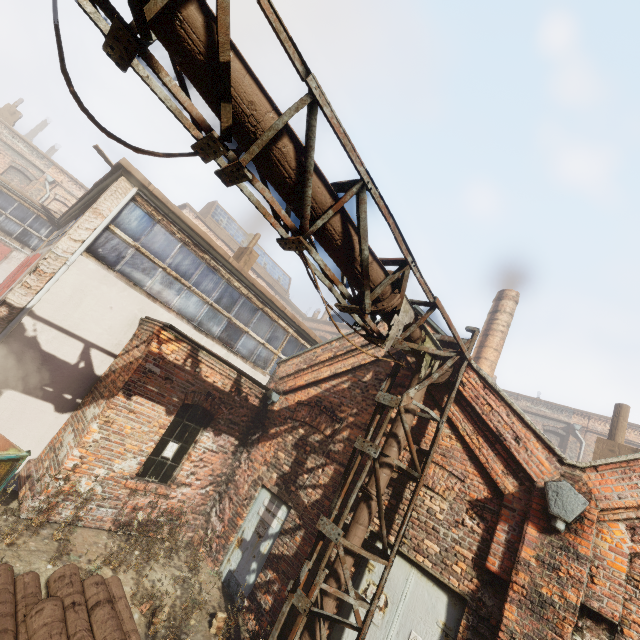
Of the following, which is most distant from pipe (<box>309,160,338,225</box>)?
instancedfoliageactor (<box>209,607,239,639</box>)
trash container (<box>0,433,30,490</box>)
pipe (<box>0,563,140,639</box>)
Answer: trash container (<box>0,433,30,490</box>)

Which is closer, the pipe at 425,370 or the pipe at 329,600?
the pipe at 329,600

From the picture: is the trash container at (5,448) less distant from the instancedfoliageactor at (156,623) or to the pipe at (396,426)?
the instancedfoliageactor at (156,623)

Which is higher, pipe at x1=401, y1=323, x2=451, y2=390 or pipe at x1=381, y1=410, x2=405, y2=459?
pipe at x1=401, y1=323, x2=451, y2=390

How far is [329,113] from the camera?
3.0m

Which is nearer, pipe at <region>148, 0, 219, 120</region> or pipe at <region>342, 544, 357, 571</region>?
pipe at <region>148, 0, 219, 120</region>

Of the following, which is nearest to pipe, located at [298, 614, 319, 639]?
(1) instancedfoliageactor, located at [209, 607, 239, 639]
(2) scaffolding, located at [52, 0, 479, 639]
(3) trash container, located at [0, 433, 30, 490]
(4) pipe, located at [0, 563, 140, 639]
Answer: (2) scaffolding, located at [52, 0, 479, 639]
